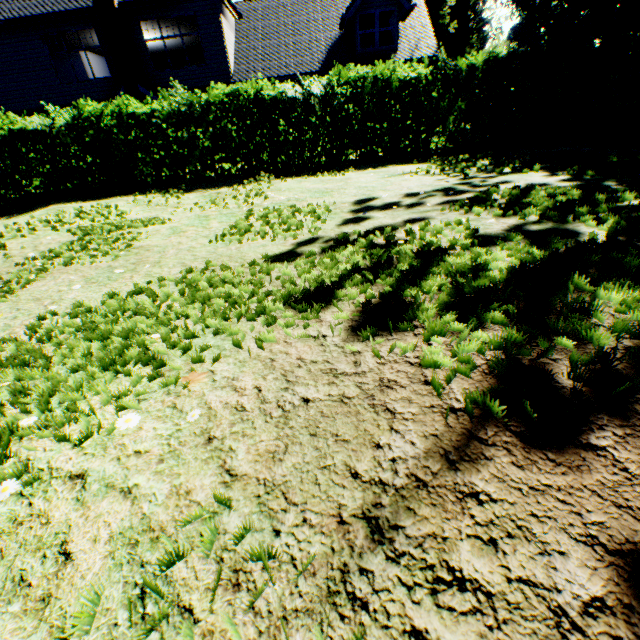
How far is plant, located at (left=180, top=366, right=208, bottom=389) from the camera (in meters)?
1.74

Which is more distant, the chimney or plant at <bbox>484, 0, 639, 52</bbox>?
plant at <bbox>484, 0, 639, 52</bbox>

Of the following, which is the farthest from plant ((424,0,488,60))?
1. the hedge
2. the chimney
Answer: the chimney

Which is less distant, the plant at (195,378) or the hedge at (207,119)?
the plant at (195,378)

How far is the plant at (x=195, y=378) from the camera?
1.7 meters

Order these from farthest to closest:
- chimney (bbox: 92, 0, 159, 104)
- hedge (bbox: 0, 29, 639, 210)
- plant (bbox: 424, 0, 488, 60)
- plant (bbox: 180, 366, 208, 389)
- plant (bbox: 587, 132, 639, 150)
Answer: plant (bbox: 424, 0, 488, 60)
chimney (bbox: 92, 0, 159, 104)
hedge (bbox: 0, 29, 639, 210)
plant (bbox: 587, 132, 639, 150)
plant (bbox: 180, 366, 208, 389)

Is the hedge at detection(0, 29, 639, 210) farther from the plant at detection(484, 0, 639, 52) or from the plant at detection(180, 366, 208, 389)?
the plant at detection(484, 0, 639, 52)

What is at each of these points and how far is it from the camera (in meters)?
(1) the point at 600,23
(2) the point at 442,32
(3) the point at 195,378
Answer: (1) plant, 44.34
(2) plant, 37.78
(3) plant, 1.79
